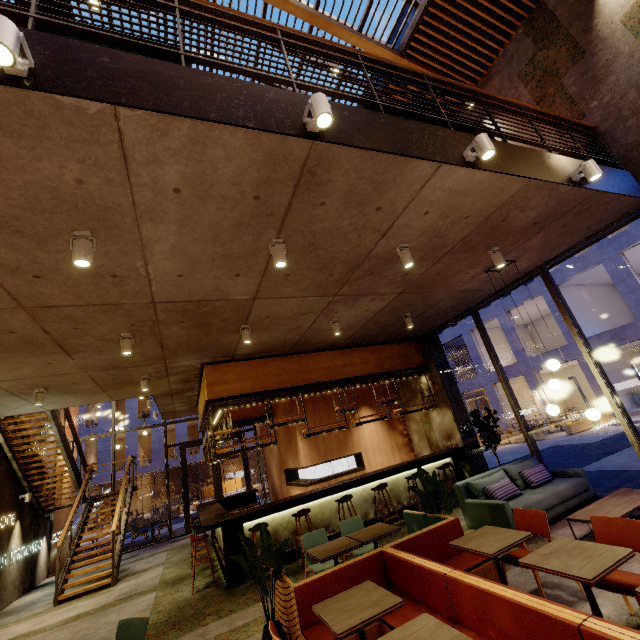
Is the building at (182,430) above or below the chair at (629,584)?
above

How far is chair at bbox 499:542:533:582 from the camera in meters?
3.6

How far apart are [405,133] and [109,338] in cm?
548

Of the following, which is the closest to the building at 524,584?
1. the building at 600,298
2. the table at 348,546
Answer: the table at 348,546

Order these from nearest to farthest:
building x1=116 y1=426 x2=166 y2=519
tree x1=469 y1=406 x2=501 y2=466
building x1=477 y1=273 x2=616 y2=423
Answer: tree x1=469 y1=406 x2=501 y2=466 → building x1=477 y1=273 x2=616 y2=423 → building x1=116 y1=426 x2=166 y2=519

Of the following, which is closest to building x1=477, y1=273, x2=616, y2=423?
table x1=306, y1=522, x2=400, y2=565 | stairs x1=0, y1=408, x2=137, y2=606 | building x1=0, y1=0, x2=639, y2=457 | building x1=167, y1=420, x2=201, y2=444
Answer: building x1=167, y1=420, x2=201, y2=444

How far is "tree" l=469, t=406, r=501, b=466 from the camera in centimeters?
763cm

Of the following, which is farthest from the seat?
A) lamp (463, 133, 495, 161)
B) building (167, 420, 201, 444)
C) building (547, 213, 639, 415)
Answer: building (167, 420, 201, 444)
